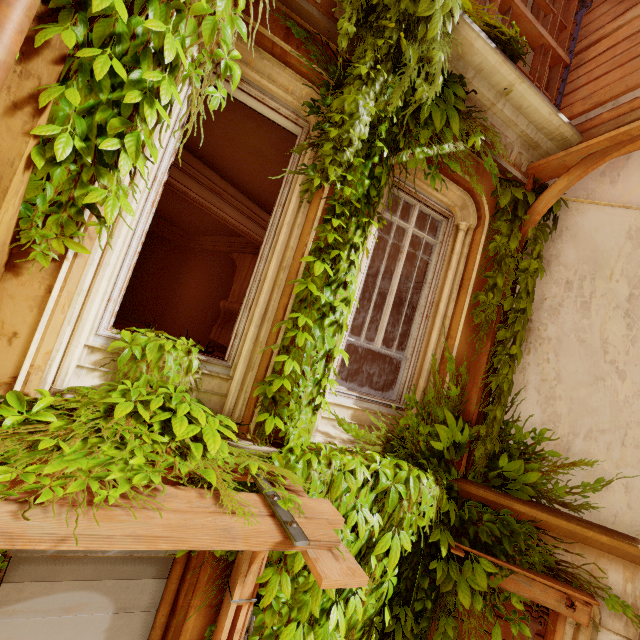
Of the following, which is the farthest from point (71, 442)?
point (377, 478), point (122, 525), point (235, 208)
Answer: point (235, 208)

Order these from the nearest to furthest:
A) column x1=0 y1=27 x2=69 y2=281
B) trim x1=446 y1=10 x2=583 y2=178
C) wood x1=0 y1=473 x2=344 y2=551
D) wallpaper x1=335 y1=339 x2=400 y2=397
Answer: wood x1=0 y1=473 x2=344 y2=551
column x1=0 y1=27 x2=69 y2=281
trim x1=446 y1=10 x2=583 y2=178
wallpaper x1=335 y1=339 x2=400 y2=397

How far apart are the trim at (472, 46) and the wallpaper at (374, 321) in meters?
5.1

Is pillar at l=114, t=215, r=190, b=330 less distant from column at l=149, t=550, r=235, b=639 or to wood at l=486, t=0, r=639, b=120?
column at l=149, t=550, r=235, b=639

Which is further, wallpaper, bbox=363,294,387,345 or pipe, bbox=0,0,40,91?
wallpaper, bbox=363,294,387,345

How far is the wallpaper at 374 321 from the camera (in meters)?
10.05

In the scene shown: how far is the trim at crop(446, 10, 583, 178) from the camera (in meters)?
3.26

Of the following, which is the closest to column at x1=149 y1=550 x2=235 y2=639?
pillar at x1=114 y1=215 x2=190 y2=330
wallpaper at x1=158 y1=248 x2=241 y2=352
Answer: wallpaper at x1=158 y1=248 x2=241 y2=352
